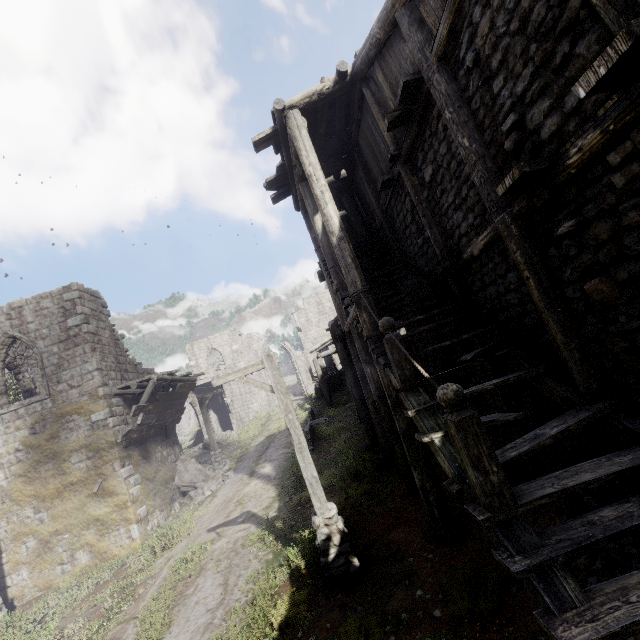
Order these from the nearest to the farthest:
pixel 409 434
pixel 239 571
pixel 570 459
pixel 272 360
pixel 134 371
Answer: pixel 570 459 < pixel 409 434 < pixel 272 360 < pixel 239 571 < pixel 134 371

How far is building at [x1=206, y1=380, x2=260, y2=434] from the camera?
32.1m

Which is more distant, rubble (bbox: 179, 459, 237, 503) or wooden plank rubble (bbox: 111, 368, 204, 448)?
rubble (bbox: 179, 459, 237, 503)

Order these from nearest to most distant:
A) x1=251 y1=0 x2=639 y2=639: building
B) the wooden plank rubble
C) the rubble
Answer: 1. x1=251 y1=0 x2=639 y2=639: building
2. the wooden plank rubble
3. the rubble

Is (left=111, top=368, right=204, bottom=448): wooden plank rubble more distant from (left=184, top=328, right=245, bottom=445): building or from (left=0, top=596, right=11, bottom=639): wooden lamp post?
(left=0, top=596, right=11, bottom=639): wooden lamp post

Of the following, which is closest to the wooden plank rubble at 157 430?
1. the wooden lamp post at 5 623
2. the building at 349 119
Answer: the building at 349 119

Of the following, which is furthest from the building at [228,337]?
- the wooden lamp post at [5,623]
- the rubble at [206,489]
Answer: the wooden lamp post at [5,623]

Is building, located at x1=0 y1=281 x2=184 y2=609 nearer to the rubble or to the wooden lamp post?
the rubble
